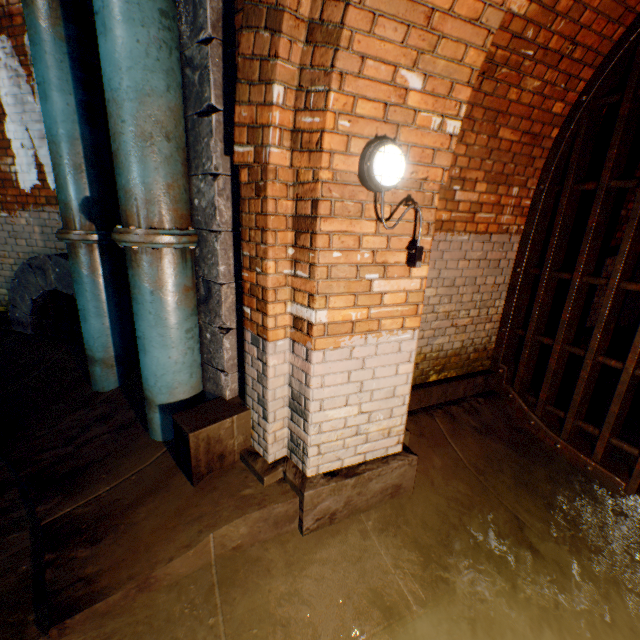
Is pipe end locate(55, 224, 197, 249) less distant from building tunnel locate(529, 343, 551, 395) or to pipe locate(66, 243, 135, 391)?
pipe locate(66, 243, 135, 391)

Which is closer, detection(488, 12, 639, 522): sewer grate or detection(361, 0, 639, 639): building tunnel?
detection(361, 0, 639, 639): building tunnel

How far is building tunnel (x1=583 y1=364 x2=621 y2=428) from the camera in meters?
4.0

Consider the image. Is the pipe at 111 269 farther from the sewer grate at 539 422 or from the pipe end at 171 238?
the sewer grate at 539 422

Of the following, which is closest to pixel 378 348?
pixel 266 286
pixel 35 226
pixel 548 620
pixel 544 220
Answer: pixel 266 286

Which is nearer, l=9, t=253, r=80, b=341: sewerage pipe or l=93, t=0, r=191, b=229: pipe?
l=93, t=0, r=191, b=229: pipe

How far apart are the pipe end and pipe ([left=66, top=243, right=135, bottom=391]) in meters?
0.7

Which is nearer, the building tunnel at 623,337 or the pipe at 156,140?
the pipe at 156,140
